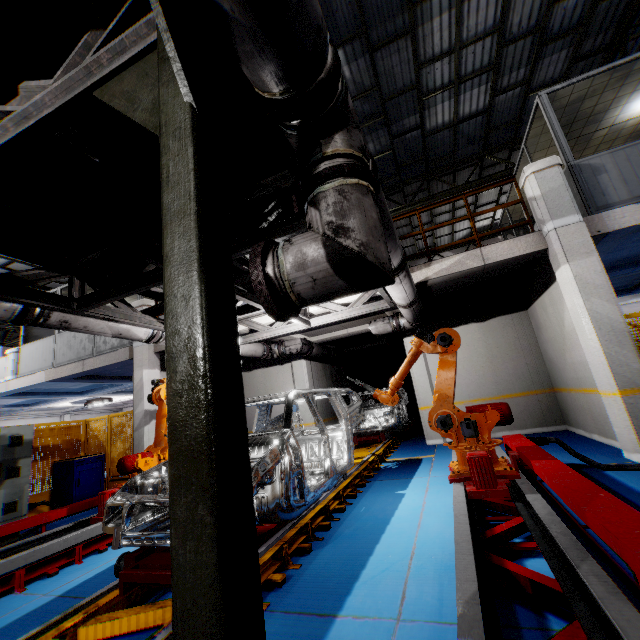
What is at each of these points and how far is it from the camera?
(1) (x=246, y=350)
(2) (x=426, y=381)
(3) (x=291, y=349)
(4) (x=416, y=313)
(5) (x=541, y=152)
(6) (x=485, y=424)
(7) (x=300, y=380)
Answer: (1) vent pipe, 8.78m
(2) cement column, 9.77m
(3) vent pipe, 9.80m
(4) vent pipe, 7.28m
(5) cieling, 8.52m
(6) robot arm, 4.25m
(7) cement column, 11.20m

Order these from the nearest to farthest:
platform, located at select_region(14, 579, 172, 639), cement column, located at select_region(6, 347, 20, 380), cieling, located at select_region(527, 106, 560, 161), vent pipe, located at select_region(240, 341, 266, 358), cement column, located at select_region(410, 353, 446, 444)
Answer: platform, located at select_region(14, 579, 172, 639) < cieling, located at select_region(527, 106, 560, 161) < vent pipe, located at select_region(240, 341, 266, 358) < cement column, located at select_region(410, 353, 446, 444) < cement column, located at select_region(6, 347, 20, 380)

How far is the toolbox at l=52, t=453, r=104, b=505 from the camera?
8.2 meters

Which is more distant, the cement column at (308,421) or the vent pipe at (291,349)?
the cement column at (308,421)

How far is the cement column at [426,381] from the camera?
9.4m

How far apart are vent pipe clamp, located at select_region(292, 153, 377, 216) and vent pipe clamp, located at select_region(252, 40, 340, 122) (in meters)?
0.33

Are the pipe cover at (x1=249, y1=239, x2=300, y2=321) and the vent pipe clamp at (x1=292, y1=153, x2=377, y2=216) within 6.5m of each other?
yes

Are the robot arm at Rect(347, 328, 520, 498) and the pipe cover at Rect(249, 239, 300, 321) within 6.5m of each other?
yes
